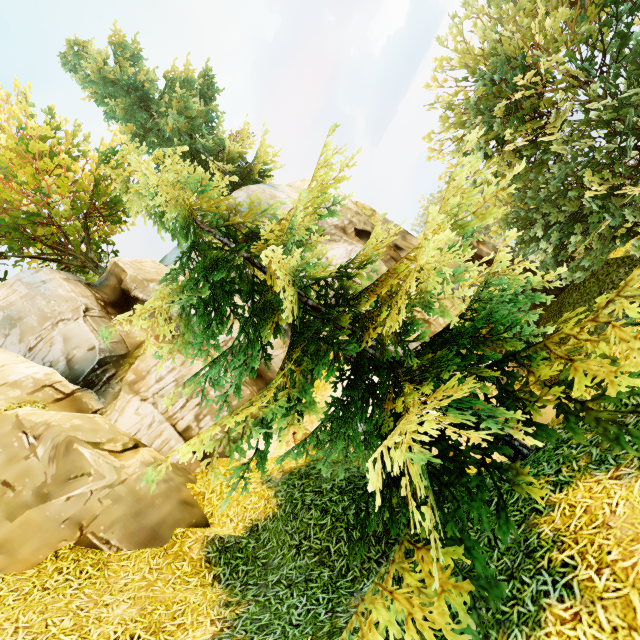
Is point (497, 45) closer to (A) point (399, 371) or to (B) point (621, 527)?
(A) point (399, 371)
